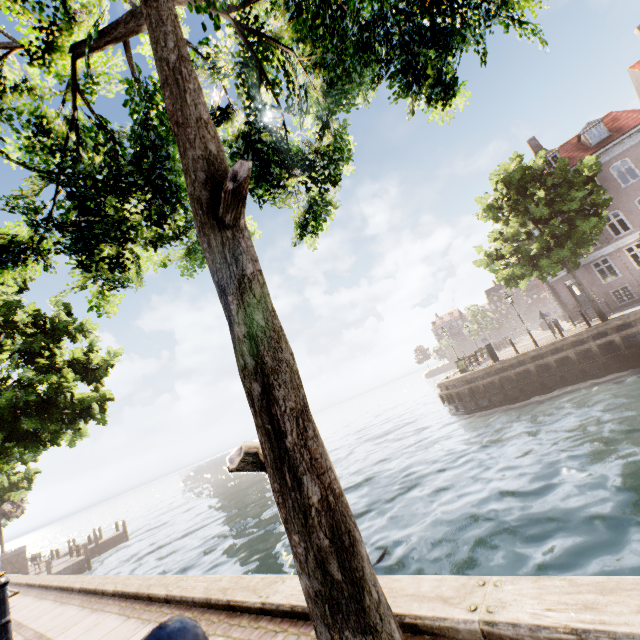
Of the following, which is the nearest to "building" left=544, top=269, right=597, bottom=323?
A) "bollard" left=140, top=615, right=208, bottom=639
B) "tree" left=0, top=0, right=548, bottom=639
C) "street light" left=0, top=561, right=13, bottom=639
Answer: "tree" left=0, top=0, right=548, bottom=639

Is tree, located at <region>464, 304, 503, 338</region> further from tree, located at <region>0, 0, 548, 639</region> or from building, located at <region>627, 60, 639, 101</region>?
tree, located at <region>0, 0, 548, 639</region>

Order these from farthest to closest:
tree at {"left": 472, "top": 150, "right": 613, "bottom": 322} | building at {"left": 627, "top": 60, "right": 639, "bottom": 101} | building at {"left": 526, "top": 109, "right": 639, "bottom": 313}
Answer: building at {"left": 627, "top": 60, "right": 639, "bottom": 101}
building at {"left": 526, "top": 109, "right": 639, "bottom": 313}
tree at {"left": 472, "top": 150, "right": 613, "bottom": 322}

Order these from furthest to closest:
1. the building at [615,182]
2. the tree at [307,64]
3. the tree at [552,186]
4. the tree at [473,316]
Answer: the tree at [473,316], the building at [615,182], the tree at [552,186], the tree at [307,64]

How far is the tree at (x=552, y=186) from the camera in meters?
16.2

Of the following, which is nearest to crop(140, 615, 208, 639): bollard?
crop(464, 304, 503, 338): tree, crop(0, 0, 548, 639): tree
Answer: crop(0, 0, 548, 639): tree

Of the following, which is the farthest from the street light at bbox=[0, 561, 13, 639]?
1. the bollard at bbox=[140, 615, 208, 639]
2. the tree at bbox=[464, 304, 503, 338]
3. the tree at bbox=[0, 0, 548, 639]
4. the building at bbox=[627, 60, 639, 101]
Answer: the tree at bbox=[464, 304, 503, 338]

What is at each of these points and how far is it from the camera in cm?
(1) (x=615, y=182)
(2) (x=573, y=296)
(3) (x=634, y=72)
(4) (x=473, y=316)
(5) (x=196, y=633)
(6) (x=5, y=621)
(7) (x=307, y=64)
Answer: (1) building, 2322
(2) building, 2619
(3) building, 2572
(4) tree, 5047
(5) bollard, 63
(6) street light, 281
(7) tree, 542
